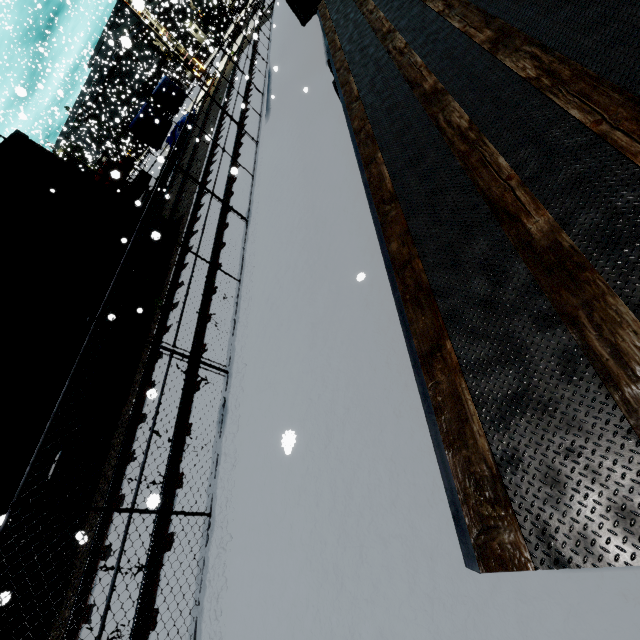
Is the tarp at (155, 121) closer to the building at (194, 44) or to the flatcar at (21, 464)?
the building at (194, 44)

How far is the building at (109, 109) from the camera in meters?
41.2 m

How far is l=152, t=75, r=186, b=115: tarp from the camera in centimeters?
2386cm

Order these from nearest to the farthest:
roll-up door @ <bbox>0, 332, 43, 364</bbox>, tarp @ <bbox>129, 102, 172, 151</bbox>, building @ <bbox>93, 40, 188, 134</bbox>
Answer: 1. roll-up door @ <bbox>0, 332, 43, 364</bbox>
2. tarp @ <bbox>129, 102, 172, 151</bbox>
3. building @ <bbox>93, 40, 188, 134</bbox>

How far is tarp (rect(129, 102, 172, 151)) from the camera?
20.4m

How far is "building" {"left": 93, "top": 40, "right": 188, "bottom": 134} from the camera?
41.2 meters

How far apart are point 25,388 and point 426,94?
8.98m

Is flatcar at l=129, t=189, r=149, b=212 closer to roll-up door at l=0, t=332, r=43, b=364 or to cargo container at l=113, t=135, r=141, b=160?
roll-up door at l=0, t=332, r=43, b=364
